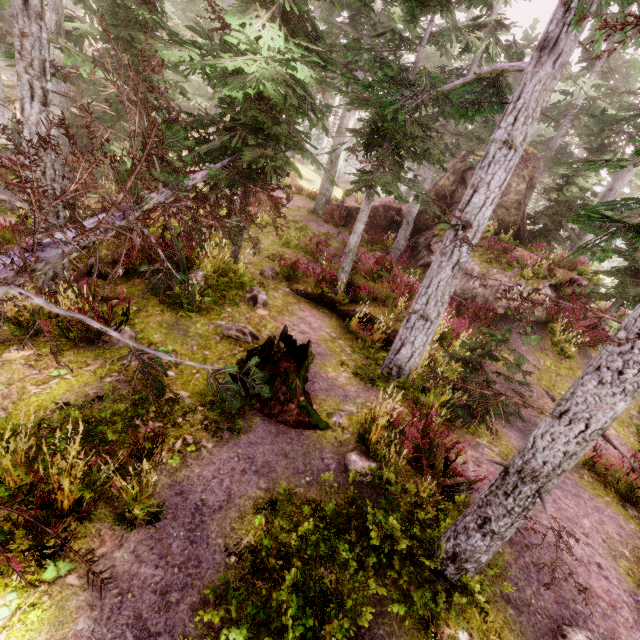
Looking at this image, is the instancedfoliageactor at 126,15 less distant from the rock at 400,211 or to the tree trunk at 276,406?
the rock at 400,211

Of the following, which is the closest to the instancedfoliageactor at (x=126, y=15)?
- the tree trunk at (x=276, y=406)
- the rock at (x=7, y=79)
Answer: the rock at (x=7, y=79)

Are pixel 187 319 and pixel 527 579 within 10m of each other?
yes

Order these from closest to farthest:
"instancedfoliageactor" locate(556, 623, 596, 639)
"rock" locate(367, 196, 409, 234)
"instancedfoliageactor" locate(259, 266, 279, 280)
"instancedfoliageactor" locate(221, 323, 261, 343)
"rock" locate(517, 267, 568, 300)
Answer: "instancedfoliageactor" locate(556, 623, 596, 639)
"instancedfoliageactor" locate(221, 323, 261, 343)
"instancedfoliageactor" locate(259, 266, 279, 280)
"rock" locate(517, 267, 568, 300)
"rock" locate(367, 196, 409, 234)

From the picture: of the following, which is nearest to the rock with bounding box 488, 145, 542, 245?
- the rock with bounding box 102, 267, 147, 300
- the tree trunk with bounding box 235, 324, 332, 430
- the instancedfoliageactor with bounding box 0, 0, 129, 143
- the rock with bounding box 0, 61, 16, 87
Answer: the instancedfoliageactor with bounding box 0, 0, 129, 143

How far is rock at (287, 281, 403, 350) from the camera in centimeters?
1046cm

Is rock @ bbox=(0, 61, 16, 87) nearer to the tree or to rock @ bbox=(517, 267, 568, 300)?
rock @ bbox=(517, 267, 568, 300)

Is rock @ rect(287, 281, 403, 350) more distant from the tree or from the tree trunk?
the tree trunk
